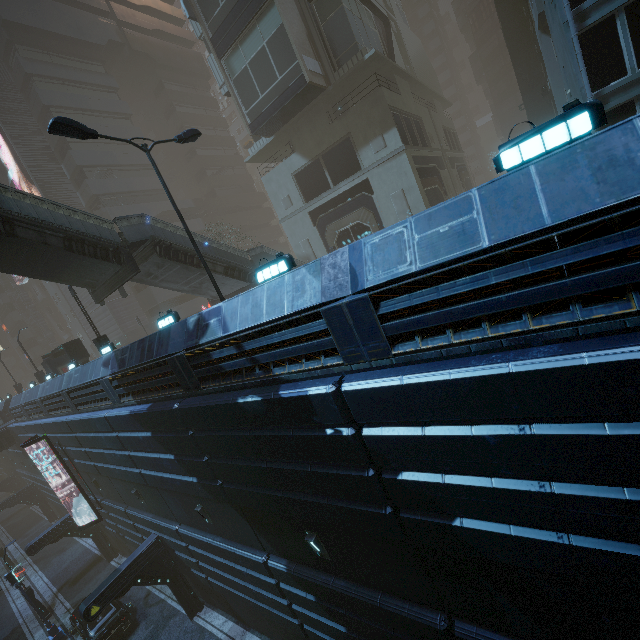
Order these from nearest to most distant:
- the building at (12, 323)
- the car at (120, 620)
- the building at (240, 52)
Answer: A: the building at (240, 52) < the car at (120, 620) < the building at (12, 323)

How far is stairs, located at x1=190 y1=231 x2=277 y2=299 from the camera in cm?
1714

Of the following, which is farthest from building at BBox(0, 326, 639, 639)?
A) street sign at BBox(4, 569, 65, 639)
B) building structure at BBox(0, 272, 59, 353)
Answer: street sign at BBox(4, 569, 65, 639)

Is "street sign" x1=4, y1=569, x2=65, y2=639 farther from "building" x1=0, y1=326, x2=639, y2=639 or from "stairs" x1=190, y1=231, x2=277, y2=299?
"stairs" x1=190, y1=231, x2=277, y2=299

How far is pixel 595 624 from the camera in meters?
5.1

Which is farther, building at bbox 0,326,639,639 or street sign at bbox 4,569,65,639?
street sign at bbox 4,569,65,639

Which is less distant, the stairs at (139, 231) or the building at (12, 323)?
the stairs at (139, 231)

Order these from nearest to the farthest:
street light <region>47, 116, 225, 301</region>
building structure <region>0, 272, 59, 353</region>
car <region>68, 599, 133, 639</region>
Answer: street light <region>47, 116, 225, 301</region> < car <region>68, 599, 133, 639</region> < building structure <region>0, 272, 59, 353</region>
